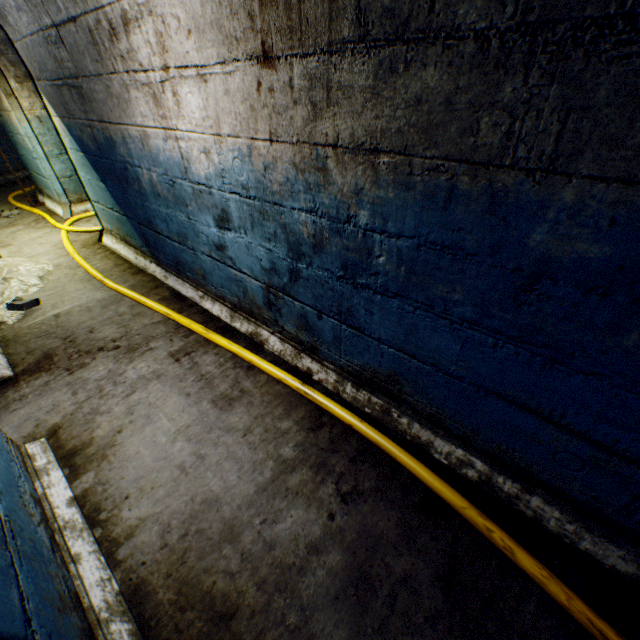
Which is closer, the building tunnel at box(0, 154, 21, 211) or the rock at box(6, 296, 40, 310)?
the rock at box(6, 296, 40, 310)

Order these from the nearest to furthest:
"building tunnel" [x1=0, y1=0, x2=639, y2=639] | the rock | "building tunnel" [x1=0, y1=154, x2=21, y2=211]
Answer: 1. "building tunnel" [x1=0, y1=0, x2=639, y2=639]
2. the rock
3. "building tunnel" [x1=0, y1=154, x2=21, y2=211]

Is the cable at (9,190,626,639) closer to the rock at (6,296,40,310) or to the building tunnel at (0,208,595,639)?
the building tunnel at (0,208,595,639)

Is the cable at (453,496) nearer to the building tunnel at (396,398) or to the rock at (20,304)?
the building tunnel at (396,398)

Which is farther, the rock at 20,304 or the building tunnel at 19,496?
the rock at 20,304

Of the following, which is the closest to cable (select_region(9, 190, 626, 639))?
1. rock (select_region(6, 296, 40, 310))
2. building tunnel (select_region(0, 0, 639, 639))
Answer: building tunnel (select_region(0, 0, 639, 639))

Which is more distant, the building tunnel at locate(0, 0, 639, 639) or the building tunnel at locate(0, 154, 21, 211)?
the building tunnel at locate(0, 154, 21, 211)

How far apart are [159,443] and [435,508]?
1.7 meters
